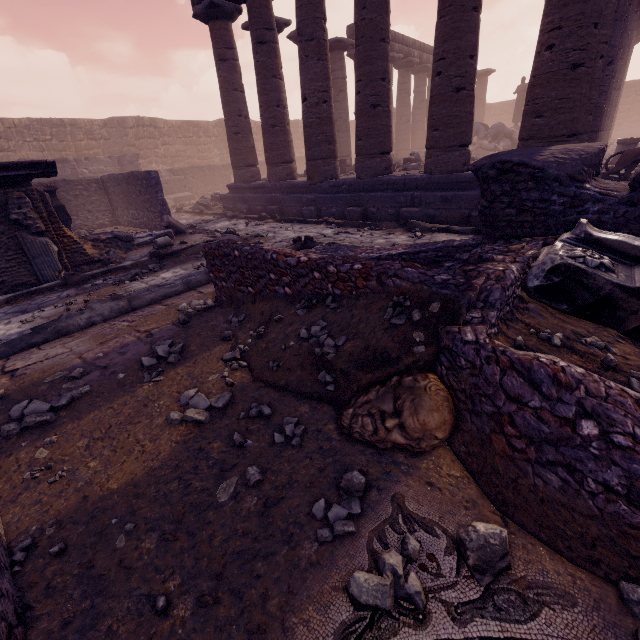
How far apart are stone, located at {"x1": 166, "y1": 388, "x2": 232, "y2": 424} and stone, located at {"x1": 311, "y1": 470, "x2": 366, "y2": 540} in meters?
1.1

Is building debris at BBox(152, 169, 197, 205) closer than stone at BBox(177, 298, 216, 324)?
No

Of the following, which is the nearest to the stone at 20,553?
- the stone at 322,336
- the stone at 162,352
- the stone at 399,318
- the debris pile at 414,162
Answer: the stone at 162,352

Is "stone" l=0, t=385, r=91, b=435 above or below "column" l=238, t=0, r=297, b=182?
below

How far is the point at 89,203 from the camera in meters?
12.7 m

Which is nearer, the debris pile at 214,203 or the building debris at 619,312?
the building debris at 619,312

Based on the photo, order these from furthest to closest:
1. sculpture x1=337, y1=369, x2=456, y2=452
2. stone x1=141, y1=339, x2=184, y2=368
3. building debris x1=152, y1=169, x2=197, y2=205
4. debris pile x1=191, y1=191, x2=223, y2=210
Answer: building debris x1=152, y1=169, x2=197, y2=205 < debris pile x1=191, y1=191, x2=223, y2=210 < stone x1=141, y1=339, x2=184, y2=368 < sculpture x1=337, y1=369, x2=456, y2=452

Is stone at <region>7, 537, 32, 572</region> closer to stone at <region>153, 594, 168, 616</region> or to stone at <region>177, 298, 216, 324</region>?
stone at <region>153, 594, 168, 616</region>
